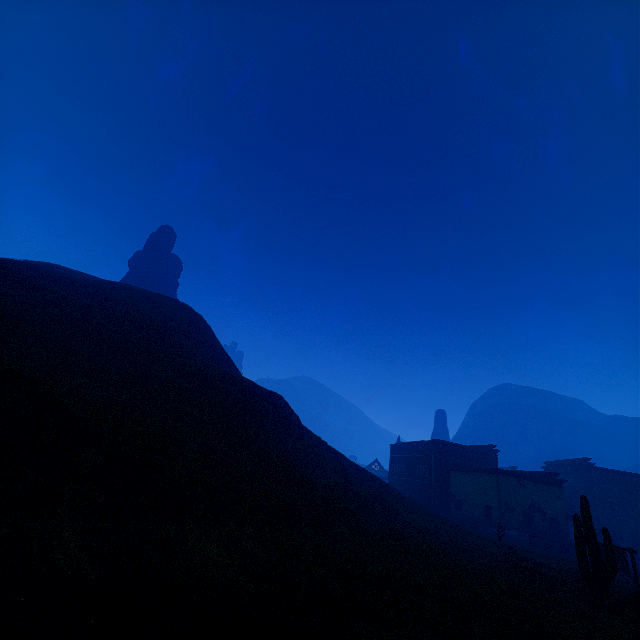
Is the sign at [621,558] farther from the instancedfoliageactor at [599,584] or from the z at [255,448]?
the instancedfoliageactor at [599,584]

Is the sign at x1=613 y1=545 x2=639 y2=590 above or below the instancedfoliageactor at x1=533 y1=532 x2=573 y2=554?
above

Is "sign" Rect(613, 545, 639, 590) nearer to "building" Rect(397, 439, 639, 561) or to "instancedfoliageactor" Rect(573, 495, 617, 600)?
"instancedfoliageactor" Rect(573, 495, 617, 600)

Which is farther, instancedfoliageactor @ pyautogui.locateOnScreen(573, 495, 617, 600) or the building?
the building

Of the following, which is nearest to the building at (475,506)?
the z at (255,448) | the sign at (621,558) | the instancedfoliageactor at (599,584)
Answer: the z at (255,448)

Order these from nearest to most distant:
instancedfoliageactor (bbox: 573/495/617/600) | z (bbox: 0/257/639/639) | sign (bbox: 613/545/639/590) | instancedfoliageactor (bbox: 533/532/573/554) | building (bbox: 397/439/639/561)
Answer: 1. z (bbox: 0/257/639/639)
2. instancedfoliageactor (bbox: 573/495/617/600)
3. sign (bbox: 613/545/639/590)
4. instancedfoliageactor (bbox: 533/532/573/554)
5. building (bbox: 397/439/639/561)

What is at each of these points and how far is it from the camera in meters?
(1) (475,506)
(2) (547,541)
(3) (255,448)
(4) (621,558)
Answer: (1) building, 43.3 m
(2) instancedfoliageactor, 37.0 m
(3) z, 21.8 m
(4) sign, 19.3 m

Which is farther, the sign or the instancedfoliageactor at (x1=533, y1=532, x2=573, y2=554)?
the instancedfoliageactor at (x1=533, y1=532, x2=573, y2=554)
